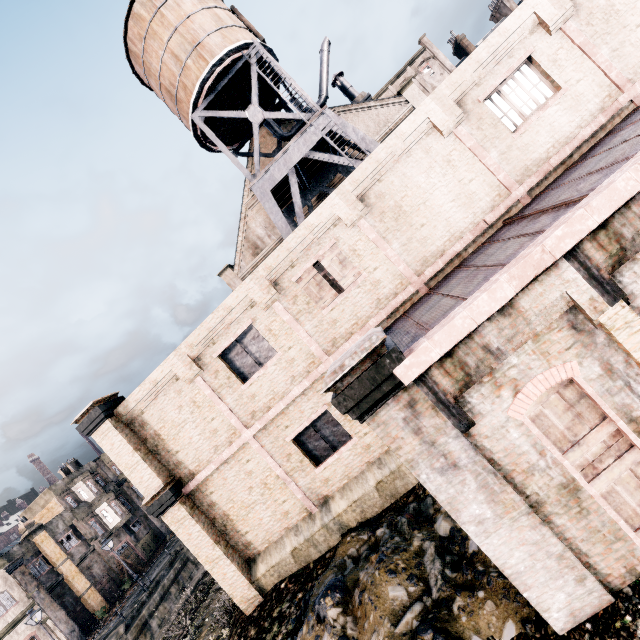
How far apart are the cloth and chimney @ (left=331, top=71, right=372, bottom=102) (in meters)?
39.47

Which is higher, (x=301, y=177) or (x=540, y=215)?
(x=301, y=177)

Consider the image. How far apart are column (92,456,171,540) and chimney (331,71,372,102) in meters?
50.5 m

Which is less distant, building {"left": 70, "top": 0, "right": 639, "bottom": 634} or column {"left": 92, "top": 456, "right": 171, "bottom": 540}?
building {"left": 70, "top": 0, "right": 639, "bottom": 634}

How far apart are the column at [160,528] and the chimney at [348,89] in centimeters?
5054cm

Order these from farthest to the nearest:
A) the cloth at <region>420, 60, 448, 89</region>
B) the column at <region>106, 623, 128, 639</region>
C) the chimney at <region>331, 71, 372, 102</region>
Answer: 1. the cloth at <region>420, 60, 448, 89</region>
2. the chimney at <region>331, 71, 372, 102</region>
3. the column at <region>106, 623, 128, 639</region>

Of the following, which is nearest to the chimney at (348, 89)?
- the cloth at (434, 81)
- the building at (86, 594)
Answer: the cloth at (434, 81)

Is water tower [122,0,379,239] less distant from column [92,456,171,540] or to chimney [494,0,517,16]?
column [92,456,171,540]
